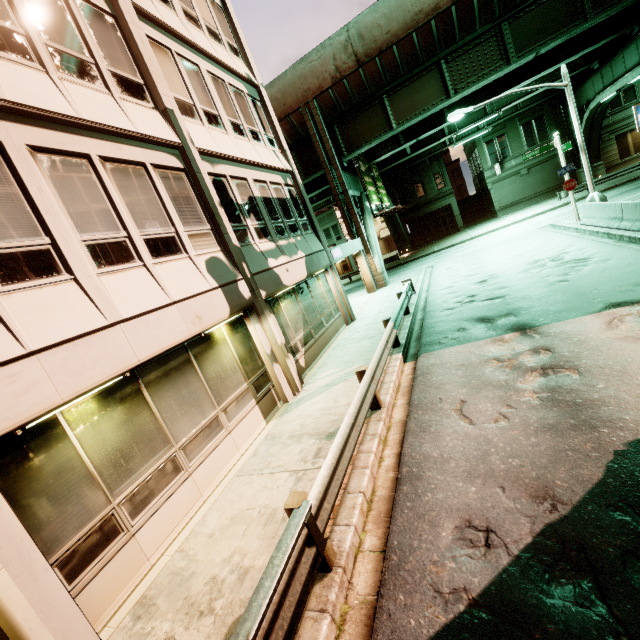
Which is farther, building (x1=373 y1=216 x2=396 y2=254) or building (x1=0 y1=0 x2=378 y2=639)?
building (x1=373 y1=216 x2=396 y2=254)

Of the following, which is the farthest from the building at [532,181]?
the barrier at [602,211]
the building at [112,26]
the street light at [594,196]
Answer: the building at [112,26]

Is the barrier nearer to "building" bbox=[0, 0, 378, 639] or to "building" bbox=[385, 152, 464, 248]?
"building" bbox=[0, 0, 378, 639]

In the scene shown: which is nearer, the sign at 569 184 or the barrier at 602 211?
the barrier at 602 211

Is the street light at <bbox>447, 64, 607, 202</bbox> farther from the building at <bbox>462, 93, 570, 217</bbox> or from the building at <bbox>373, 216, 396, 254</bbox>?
the building at <bbox>373, 216, 396, 254</bbox>

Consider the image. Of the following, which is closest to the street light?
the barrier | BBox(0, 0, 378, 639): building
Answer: the barrier

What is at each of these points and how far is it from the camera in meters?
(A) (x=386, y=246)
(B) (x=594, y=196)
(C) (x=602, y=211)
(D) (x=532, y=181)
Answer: (A) building, 53.1
(B) street light, 15.9
(C) barrier, 14.1
(D) building, 34.5

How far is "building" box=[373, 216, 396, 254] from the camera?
52.1m
